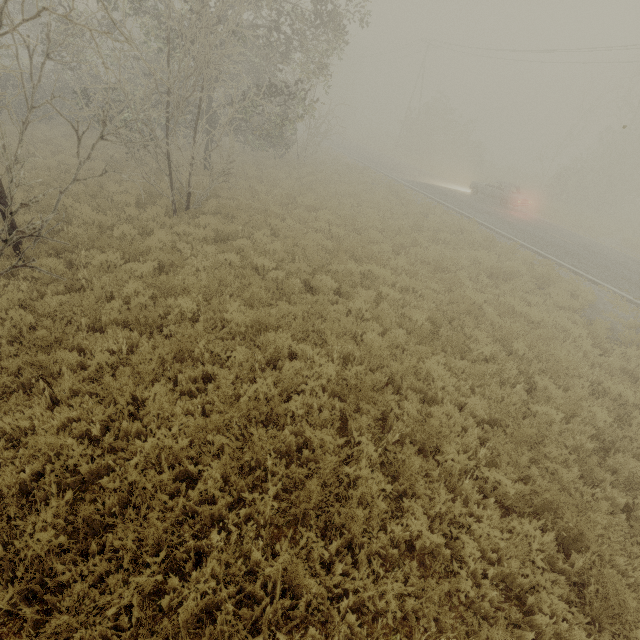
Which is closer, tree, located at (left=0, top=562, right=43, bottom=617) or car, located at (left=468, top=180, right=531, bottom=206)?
tree, located at (left=0, top=562, right=43, bottom=617)

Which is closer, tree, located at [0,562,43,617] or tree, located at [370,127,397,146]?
tree, located at [0,562,43,617]

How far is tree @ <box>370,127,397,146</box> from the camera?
51.81m

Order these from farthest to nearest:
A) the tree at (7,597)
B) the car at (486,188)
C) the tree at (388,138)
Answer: the tree at (388,138), the car at (486,188), the tree at (7,597)

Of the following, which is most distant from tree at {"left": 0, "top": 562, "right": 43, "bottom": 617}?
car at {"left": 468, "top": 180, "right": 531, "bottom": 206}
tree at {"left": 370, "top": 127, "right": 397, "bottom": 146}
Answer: car at {"left": 468, "top": 180, "right": 531, "bottom": 206}

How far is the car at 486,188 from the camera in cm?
2189

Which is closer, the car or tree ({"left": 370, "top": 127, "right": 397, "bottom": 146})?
A: the car

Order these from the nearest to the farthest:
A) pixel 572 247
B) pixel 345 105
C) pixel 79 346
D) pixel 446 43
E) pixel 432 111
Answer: pixel 79 346, pixel 572 247, pixel 345 105, pixel 446 43, pixel 432 111
